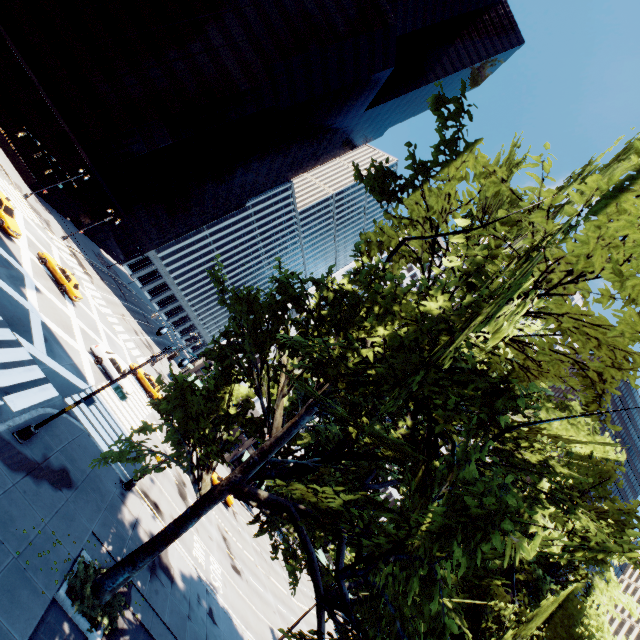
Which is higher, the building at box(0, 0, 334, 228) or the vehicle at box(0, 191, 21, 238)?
the building at box(0, 0, 334, 228)

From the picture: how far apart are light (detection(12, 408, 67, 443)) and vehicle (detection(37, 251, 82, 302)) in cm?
2044

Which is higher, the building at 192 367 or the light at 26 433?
the building at 192 367

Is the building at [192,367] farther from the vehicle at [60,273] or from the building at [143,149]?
the building at [143,149]

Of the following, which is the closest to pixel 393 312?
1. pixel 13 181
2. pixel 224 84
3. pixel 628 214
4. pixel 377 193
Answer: pixel 377 193

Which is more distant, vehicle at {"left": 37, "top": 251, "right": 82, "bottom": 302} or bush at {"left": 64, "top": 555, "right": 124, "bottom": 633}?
vehicle at {"left": 37, "top": 251, "right": 82, "bottom": 302}

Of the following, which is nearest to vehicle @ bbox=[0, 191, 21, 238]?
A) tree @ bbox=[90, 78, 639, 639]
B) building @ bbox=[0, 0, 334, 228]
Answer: building @ bbox=[0, 0, 334, 228]

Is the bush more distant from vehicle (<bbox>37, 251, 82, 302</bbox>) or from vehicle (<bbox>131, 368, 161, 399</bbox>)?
vehicle (<bbox>37, 251, 82, 302</bbox>)
